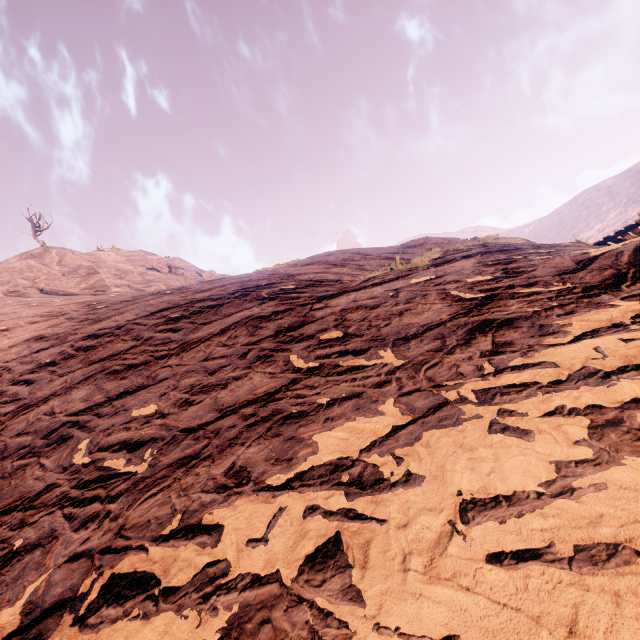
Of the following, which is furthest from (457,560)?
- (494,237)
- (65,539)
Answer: (494,237)
